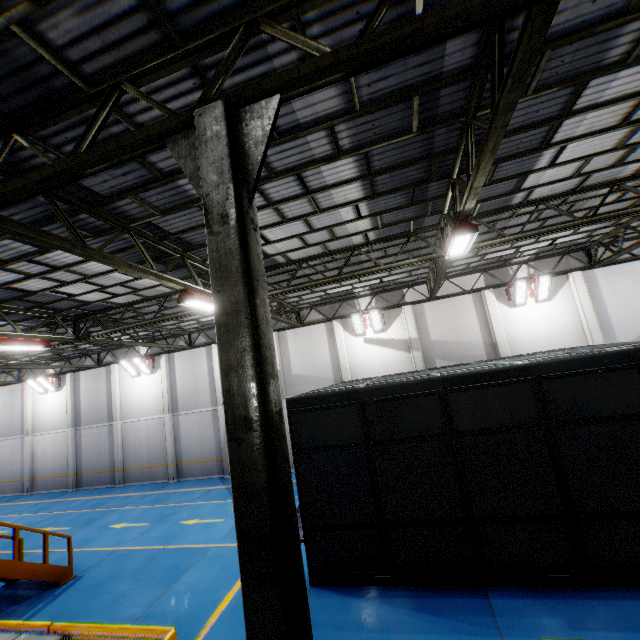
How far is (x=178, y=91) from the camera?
4.5 meters

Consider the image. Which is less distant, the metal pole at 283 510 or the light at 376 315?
the metal pole at 283 510

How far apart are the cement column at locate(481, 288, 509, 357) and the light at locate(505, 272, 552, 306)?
0.5 meters

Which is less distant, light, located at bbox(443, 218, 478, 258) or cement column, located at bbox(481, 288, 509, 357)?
light, located at bbox(443, 218, 478, 258)

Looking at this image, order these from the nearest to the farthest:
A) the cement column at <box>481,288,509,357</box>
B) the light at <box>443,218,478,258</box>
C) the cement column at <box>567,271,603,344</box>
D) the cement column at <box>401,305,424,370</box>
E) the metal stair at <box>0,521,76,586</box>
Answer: the light at <box>443,218,478,258</box>, the metal stair at <box>0,521,76,586</box>, the cement column at <box>567,271,603,344</box>, the cement column at <box>481,288,509,357</box>, the cement column at <box>401,305,424,370</box>

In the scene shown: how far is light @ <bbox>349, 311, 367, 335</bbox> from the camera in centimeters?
1720cm

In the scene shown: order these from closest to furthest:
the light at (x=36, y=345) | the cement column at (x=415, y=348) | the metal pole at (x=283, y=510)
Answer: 1. the metal pole at (x=283, y=510)
2. the light at (x=36, y=345)
3. the cement column at (x=415, y=348)

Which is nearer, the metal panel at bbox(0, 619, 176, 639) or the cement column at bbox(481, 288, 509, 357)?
the metal panel at bbox(0, 619, 176, 639)
